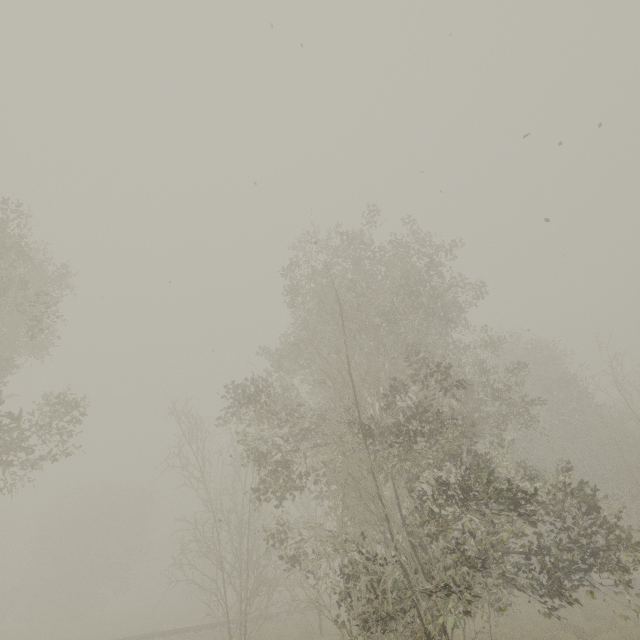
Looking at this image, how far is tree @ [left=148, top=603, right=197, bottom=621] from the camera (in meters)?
34.81

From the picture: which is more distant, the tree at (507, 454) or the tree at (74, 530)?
the tree at (74, 530)

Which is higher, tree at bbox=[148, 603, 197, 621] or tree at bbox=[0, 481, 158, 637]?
tree at bbox=[0, 481, 158, 637]

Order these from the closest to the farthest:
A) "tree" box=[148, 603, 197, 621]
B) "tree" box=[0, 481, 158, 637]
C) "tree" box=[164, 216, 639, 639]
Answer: "tree" box=[164, 216, 639, 639] < "tree" box=[148, 603, 197, 621] < "tree" box=[0, 481, 158, 637]

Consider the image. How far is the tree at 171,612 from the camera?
34.8m

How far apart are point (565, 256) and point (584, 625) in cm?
1747

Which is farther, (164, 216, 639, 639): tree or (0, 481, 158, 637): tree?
(0, 481, 158, 637): tree
